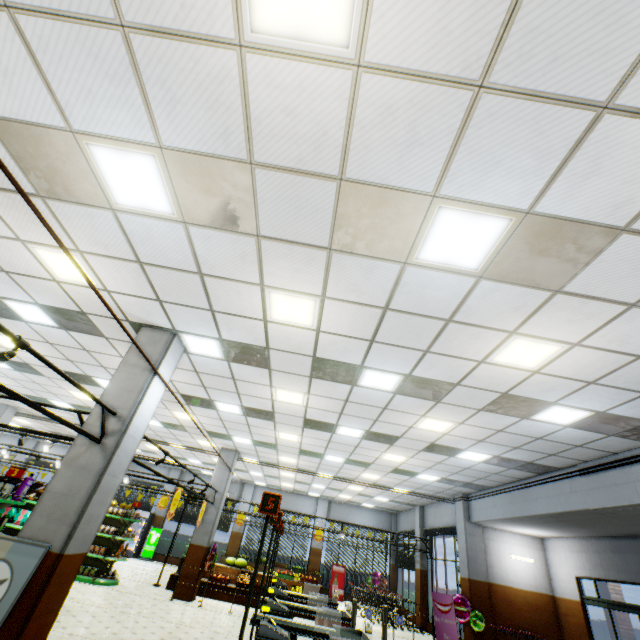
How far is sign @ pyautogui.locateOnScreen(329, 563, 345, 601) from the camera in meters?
18.4

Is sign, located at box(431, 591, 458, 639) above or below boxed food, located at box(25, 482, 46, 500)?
below

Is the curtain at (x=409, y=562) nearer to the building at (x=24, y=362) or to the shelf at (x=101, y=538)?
the building at (x=24, y=362)

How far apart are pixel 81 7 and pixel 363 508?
24.96m

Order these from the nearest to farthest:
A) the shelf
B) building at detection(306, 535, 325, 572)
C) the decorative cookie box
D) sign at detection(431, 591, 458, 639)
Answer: the decorative cookie box → sign at detection(431, 591, 458, 639) → the shelf → building at detection(306, 535, 325, 572)

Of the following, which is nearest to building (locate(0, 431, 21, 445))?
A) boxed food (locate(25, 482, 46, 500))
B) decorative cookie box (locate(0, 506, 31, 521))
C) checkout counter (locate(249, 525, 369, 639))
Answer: checkout counter (locate(249, 525, 369, 639))

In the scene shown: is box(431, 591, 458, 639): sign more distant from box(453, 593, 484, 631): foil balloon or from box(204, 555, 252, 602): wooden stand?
box(204, 555, 252, 602): wooden stand

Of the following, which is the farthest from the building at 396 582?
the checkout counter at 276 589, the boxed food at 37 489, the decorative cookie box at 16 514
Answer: the boxed food at 37 489
